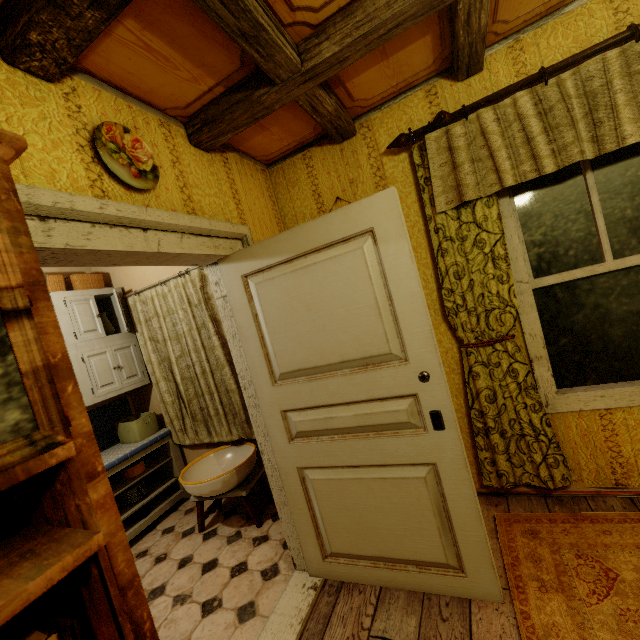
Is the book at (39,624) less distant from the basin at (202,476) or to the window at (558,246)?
the basin at (202,476)

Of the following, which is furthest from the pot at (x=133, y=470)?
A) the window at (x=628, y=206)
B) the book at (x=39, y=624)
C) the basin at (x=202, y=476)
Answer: the window at (x=628, y=206)

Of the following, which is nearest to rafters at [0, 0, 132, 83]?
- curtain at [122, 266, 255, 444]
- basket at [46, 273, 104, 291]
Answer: curtain at [122, 266, 255, 444]

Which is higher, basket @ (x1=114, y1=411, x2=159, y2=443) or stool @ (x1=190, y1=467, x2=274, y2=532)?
basket @ (x1=114, y1=411, x2=159, y2=443)

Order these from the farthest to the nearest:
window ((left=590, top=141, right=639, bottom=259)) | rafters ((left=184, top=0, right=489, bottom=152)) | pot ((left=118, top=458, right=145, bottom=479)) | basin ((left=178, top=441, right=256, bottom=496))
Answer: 1. pot ((left=118, top=458, right=145, bottom=479))
2. basin ((left=178, top=441, right=256, bottom=496))
3. window ((left=590, top=141, right=639, bottom=259))
4. rafters ((left=184, top=0, right=489, bottom=152))

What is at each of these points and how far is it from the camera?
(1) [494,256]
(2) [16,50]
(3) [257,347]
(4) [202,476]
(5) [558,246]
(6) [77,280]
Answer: (1) curtain, 2.0 meters
(2) rafters, 1.1 meters
(3) door, 1.9 meters
(4) basin, 3.0 meters
(5) window, 2.0 meters
(6) basket, 3.3 meters

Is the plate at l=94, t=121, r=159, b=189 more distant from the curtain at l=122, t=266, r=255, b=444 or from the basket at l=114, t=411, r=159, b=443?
the basket at l=114, t=411, r=159, b=443

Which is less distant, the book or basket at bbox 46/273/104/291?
the book
